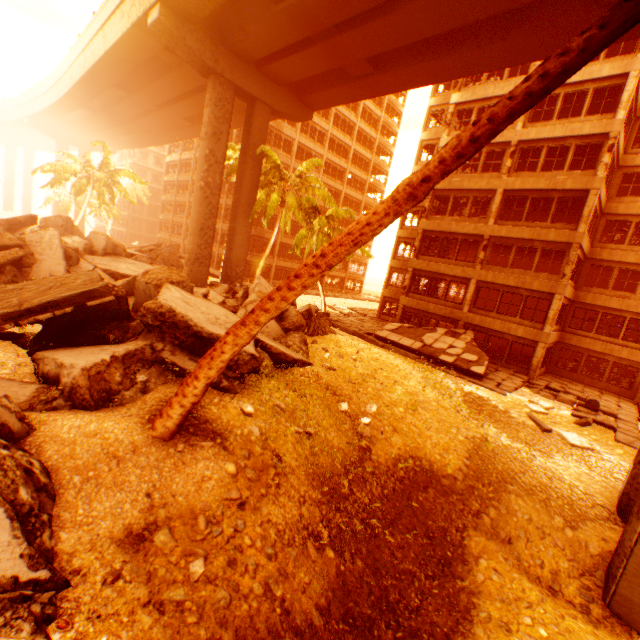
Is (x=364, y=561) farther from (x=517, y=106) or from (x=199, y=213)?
(x=199, y=213)

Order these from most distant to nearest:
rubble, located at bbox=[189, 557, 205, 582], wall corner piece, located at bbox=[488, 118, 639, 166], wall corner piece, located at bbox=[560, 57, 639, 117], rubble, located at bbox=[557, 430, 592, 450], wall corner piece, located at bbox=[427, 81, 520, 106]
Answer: wall corner piece, located at bbox=[427, 81, 520, 106]
wall corner piece, located at bbox=[488, 118, 639, 166]
wall corner piece, located at bbox=[560, 57, 639, 117]
rubble, located at bbox=[557, 430, 592, 450]
rubble, located at bbox=[189, 557, 205, 582]

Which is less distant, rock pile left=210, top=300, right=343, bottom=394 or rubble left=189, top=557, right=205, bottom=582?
rubble left=189, top=557, right=205, bottom=582

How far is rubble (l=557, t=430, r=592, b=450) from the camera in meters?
12.6 m

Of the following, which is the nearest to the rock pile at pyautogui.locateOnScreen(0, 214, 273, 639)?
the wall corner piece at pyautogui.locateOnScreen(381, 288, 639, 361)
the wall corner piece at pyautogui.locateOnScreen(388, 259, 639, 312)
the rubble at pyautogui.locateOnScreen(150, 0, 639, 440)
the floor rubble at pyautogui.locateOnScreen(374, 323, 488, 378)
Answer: the rubble at pyautogui.locateOnScreen(150, 0, 639, 440)

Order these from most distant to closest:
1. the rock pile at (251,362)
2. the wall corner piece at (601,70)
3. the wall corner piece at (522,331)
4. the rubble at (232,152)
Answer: the rubble at (232,152) → the wall corner piece at (522,331) → the wall corner piece at (601,70) → the rock pile at (251,362)

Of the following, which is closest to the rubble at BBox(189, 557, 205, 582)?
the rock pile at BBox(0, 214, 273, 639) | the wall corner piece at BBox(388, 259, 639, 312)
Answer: the rock pile at BBox(0, 214, 273, 639)

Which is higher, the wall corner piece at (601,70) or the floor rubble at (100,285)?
the wall corner piece at (601,70)
